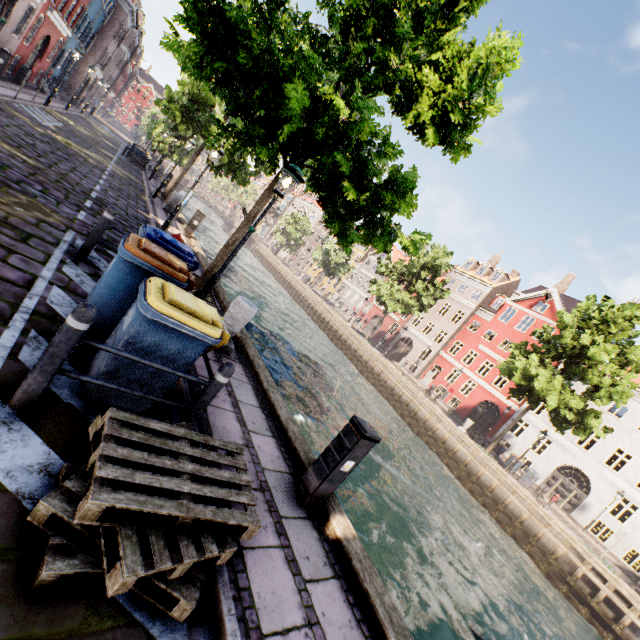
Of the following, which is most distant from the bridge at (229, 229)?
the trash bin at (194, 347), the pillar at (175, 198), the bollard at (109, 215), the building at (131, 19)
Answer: the trash bin at (194, 347)

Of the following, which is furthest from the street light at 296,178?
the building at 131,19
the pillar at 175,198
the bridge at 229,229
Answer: the bridge at 229,229

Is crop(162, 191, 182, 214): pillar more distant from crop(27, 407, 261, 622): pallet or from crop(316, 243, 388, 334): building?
crop(316, 243, 388, 334): building

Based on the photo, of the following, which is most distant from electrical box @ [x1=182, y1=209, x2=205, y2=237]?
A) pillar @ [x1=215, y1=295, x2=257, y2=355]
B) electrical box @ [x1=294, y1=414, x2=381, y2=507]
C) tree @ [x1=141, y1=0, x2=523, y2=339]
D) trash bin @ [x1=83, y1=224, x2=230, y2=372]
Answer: electrical box @ [x1=294, y1=414, x2=381, y2=507]

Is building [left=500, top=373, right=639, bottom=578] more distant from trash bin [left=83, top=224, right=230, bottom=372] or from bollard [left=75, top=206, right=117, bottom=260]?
bollard [left=75, top=206, right=117, bottom=260]

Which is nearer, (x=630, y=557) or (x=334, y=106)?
(x=334, y=106)

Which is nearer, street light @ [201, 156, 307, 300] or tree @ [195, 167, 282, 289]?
street light @ [201, 156, 307, 300]

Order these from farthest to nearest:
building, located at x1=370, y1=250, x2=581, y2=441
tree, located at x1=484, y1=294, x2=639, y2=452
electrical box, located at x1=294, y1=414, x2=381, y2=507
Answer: building, located at x1=370, y1=250, x2=581, y2=441 < tree, located at x1=484, y1=294, x2=639, y2=452 < electrical box, located at x1=294, y1=414, x2=381, y2=507
